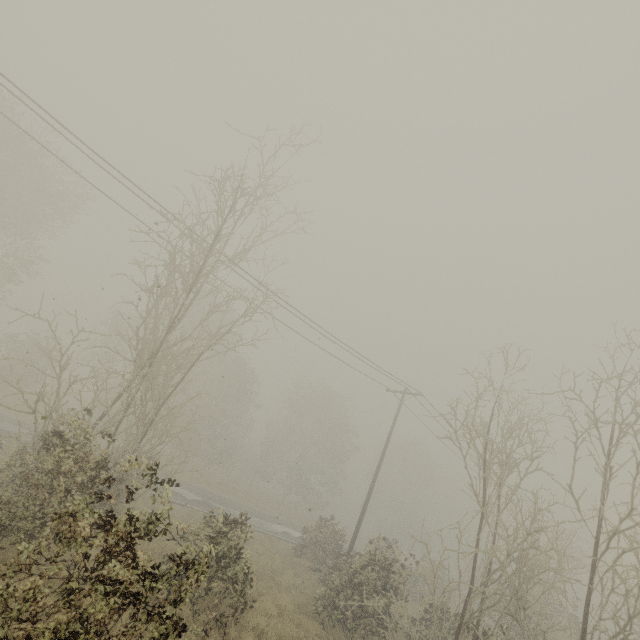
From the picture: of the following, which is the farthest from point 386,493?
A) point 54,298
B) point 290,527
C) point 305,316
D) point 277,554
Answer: point 54,298
